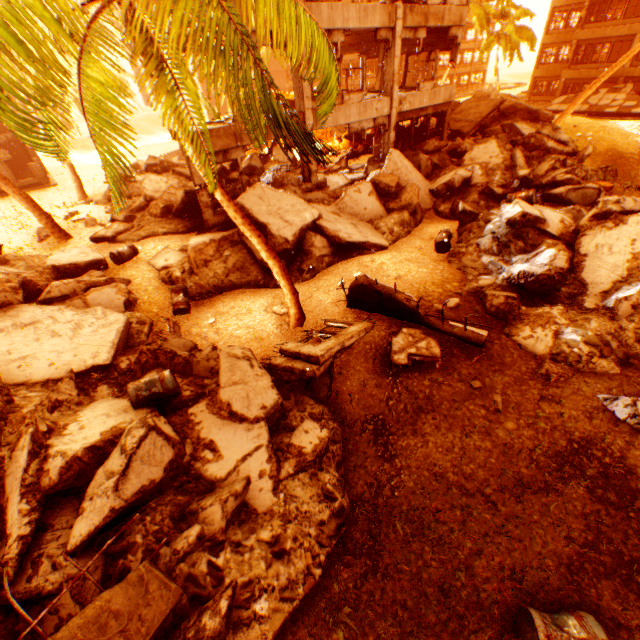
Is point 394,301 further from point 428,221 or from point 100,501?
point 428,221

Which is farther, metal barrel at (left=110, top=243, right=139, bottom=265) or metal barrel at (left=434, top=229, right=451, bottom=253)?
metal barrel at (left=110, top=243, right=139, bottom=265)

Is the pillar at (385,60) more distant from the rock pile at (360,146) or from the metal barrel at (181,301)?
the metal barrel at (181,301)

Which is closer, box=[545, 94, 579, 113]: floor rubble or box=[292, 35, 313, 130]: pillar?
box=[292, 35, 313, 130]: pillar

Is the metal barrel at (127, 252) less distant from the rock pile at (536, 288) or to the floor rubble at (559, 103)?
the rock pile at (536, 288)

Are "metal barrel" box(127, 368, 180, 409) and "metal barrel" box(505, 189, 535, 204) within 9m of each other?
no

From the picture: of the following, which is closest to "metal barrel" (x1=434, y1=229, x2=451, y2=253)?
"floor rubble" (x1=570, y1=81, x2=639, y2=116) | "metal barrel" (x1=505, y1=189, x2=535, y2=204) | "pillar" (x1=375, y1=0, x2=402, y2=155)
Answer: "metal barrel" (x1=505, y1=189, x2=535, y2=204)

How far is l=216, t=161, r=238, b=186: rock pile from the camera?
15.7 meters
